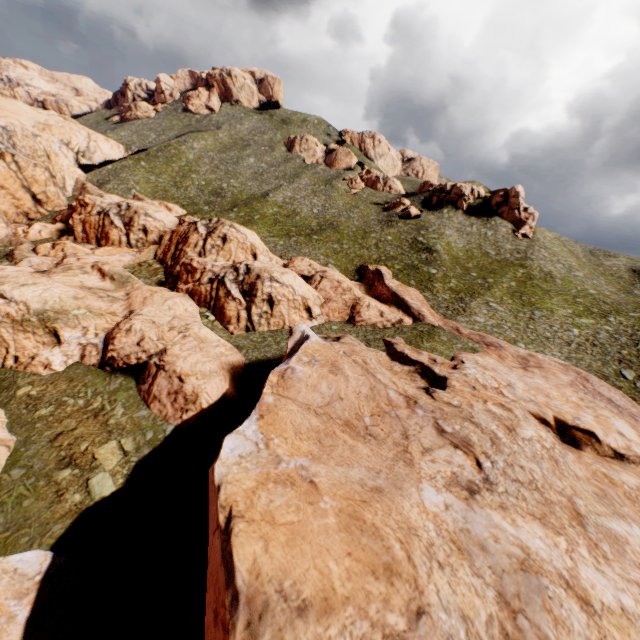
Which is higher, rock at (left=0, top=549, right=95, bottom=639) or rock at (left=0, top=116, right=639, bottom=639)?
rock at (left=0, top=116, right=639, bottom=639)

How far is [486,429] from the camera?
19.5m

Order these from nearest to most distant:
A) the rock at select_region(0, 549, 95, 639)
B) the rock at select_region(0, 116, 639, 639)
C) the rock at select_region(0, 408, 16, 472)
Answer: the rock at select_region(0, 116, 639, 639) < the rock at select_region(0, 549, 95, 639) < the rock at select_region(0, 408, 16, 472)

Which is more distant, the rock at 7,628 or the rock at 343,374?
the rock at 7,628

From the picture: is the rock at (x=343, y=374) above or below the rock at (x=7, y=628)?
above

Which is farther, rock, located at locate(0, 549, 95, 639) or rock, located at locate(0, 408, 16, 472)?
rock, located at locate(0, 408, 16, 472)
